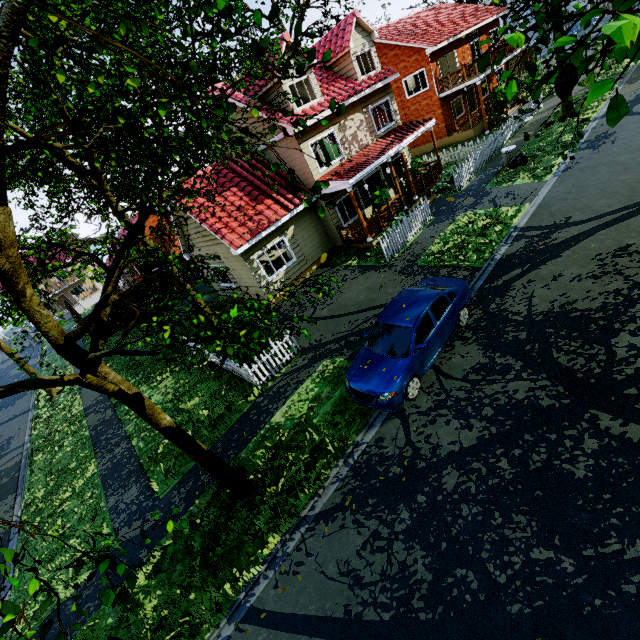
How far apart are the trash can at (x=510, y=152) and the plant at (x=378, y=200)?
6.0 meters

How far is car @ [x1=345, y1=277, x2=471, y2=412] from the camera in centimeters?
748cm

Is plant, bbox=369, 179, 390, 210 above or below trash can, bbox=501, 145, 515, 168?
above

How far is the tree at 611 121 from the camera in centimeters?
139cm

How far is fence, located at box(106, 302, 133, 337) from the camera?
24.8 meters

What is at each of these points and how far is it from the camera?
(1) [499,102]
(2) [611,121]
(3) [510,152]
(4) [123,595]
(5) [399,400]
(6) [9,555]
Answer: (1) plant, 23.9 meters
(2) tree, 1.4 meters
(3) trash can, 16.3 meters
(4) tree, 2.2 meters
(5) car, 7.4 meters
(6) tree, 1.7 meters

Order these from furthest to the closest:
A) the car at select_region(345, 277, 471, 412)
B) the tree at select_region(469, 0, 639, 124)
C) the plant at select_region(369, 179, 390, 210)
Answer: the plant at select_region(369, 179, 390, 210), the car at select_region(345, 277, 471, 412), the tree at select_region(469, 0, 639, 124)

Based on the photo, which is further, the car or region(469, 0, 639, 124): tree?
the car
